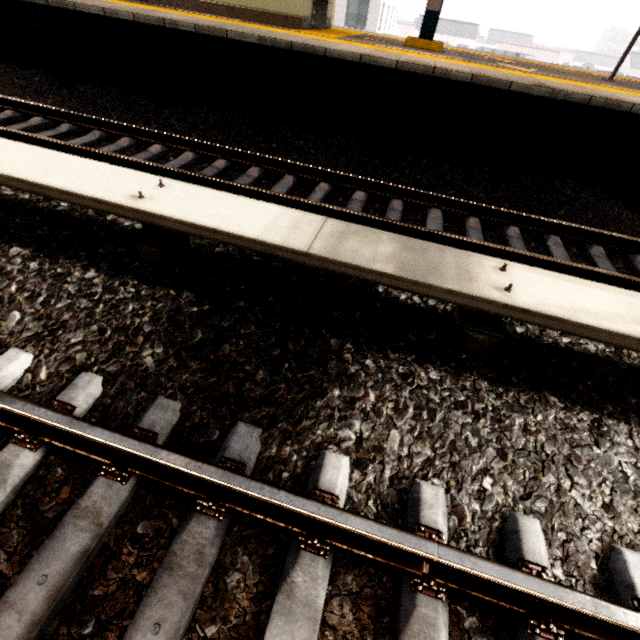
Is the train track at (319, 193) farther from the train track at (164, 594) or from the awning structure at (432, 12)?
the awning structure at (432, 12)

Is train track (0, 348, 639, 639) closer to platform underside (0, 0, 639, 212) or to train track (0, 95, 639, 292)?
train track (0, 95, 639, 292)

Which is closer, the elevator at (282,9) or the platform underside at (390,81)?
the platform underside at (390,81)

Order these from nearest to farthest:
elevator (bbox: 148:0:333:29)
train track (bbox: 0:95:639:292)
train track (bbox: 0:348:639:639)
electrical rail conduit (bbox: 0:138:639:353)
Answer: train track (bbox: 0:348:639:639) → electrical rail conduit (bbox: 0:138:639:353) → train track (bbox: 0:95:639:292) → elevator (bbox: 148:0:333:29)

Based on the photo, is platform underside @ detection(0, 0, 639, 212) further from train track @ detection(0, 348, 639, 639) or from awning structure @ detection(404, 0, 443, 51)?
train track @ detection(0, 348, 639, 639)

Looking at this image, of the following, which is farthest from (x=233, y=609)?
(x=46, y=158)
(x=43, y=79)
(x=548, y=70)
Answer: (x=548, y=70)

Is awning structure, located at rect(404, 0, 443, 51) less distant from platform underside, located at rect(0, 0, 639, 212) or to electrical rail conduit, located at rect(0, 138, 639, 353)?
platform underside, located at rect(0, 0, 639, 212)

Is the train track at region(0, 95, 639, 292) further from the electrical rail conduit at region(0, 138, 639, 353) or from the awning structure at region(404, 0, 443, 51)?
the awning structure at region(404, 0, 443, 51)
